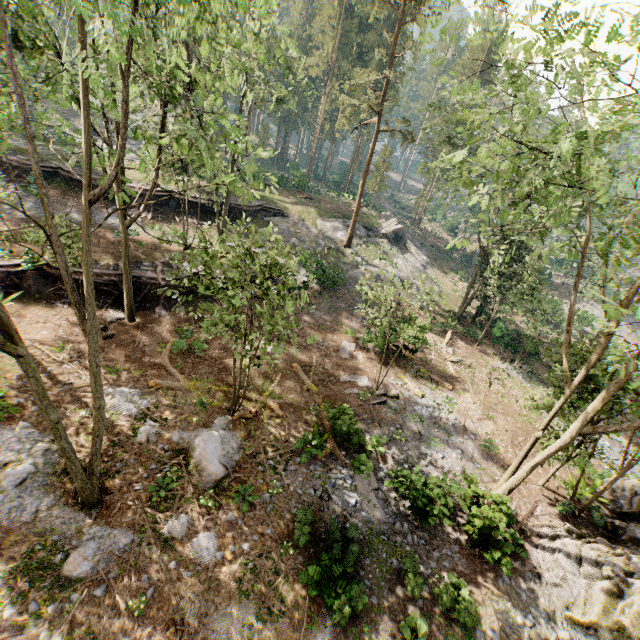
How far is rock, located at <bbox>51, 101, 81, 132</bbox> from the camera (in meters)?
40.22

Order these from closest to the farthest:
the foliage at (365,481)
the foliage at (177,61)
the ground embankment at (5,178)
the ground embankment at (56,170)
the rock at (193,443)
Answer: the foliage at (177,61) < the rock at (193,443) < the foliage at (365,481) < the ground embankment at (5,178) < the ground embankment at (56,170)

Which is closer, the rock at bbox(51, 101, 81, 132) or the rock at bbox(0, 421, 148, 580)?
the rock at bbox(0, 421, 148, 580)

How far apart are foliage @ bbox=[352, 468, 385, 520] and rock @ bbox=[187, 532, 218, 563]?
5.4 meters

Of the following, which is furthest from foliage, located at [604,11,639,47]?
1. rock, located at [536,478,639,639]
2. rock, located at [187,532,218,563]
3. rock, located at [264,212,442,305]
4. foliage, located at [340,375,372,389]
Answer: foliage, located at [340,375,372,389]

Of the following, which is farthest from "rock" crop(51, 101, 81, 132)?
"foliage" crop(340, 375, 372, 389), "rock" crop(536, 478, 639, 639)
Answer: "rock" crop(536, 478, 639, 639)

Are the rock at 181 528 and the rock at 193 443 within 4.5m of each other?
yes

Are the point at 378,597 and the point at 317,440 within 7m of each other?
yes
